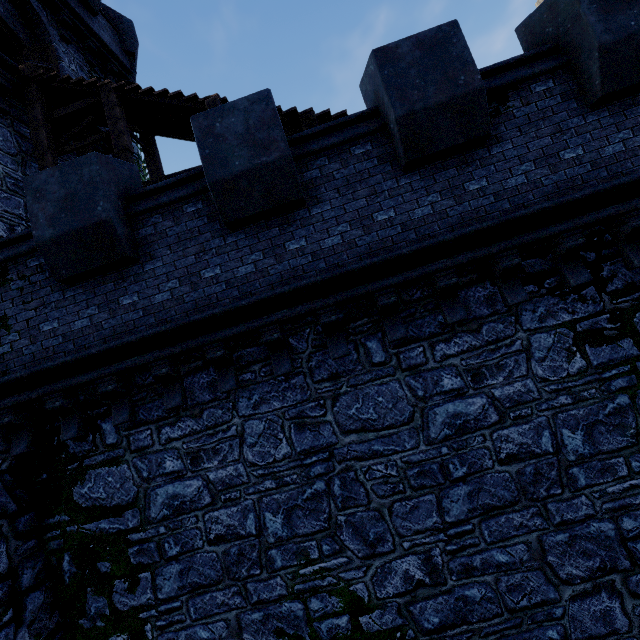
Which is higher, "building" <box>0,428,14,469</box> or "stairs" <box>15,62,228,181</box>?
"stairs" <box>15,62,228,181</box>

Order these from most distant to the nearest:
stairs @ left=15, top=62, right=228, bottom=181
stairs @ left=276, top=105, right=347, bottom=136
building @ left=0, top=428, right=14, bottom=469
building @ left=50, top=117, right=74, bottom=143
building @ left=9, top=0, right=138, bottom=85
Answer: building @ left=9, top=0, right=138, bottom=85 → building @ left=50, top=117, right=74, bottom=143 → stairs @ left=15, top=62, right=228, bottom=181 → stairs @ left=276, top=105, right=347, bottom=136 → building @ left=0, top=428, right=14, bottom=469

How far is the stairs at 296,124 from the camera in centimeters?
706cm

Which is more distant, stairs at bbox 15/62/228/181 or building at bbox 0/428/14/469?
stairs at bbox 15/62/228/181

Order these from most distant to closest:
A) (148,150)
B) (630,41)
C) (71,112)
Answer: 1. (148,150)
2. (71,112)
3. (630,41)

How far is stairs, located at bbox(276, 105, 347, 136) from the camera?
7.1 meters

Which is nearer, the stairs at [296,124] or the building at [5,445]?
the building at [5,445]
